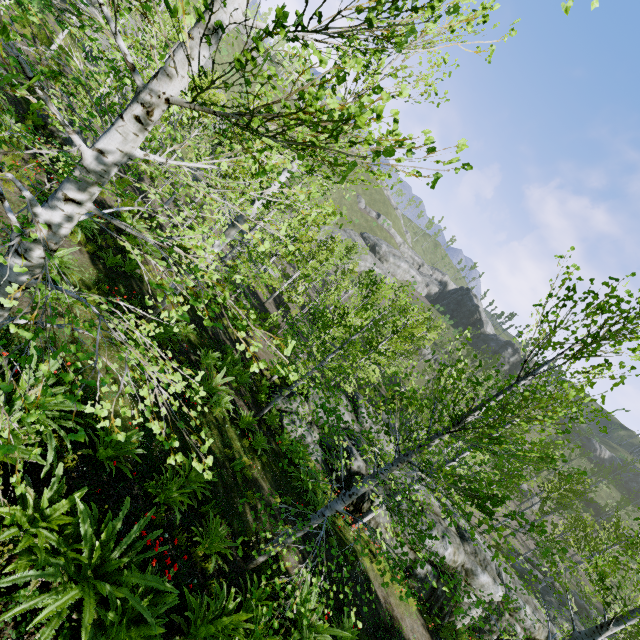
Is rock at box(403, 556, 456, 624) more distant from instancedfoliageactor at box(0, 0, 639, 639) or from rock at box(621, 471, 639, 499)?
rock at box(621, 471, 639, 499)

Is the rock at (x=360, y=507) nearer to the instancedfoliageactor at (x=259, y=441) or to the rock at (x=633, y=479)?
the instancedfoliageactor at (x=259, y=441)

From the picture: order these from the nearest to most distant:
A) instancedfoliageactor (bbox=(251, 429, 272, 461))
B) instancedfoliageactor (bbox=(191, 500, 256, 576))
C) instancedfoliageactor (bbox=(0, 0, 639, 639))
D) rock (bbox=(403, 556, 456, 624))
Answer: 1. instancedfoliageactor (bbox=(0, 0, 639, 639))
2. instancedfoliageactor (bbox=(191, 500, 256, 576))
3. instancedfoliageactor (bbox=(251, 429, 272, 461))
4. rock (bbox=(403, 556, 456, 624))

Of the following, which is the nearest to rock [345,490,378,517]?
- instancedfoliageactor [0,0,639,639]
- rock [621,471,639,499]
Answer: instancedfoliageactor [0,0,639,639]

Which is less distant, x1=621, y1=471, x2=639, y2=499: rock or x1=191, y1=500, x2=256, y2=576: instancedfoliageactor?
x1=191, y1=500, x2=256, y2=576: instancedfoliageactor

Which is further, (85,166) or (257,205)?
(257,205)

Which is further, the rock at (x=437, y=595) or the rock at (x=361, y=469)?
the rock at (x=361, y=469)

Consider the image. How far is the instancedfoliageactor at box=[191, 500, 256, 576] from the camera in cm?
561
